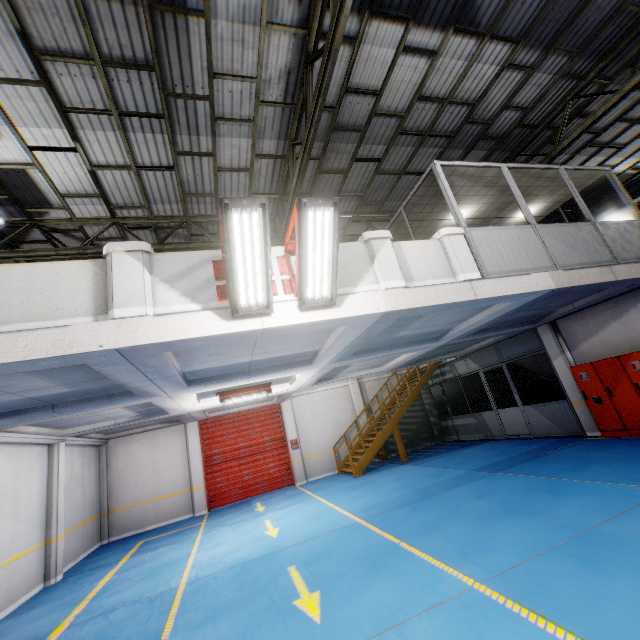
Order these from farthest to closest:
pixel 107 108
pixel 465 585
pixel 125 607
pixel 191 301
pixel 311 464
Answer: pixel 311 464 → pixel 107 108 → pixel 125 607 → pixel 191 301 → pixel 465 585

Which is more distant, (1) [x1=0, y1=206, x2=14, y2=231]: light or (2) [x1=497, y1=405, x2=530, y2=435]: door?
(2) [x1=497, y1=405, x2=530, y2=435]: door

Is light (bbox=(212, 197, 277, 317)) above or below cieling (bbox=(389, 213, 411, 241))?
below

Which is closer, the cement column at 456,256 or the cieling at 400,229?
the cement column at 456,256

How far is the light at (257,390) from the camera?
9.72m

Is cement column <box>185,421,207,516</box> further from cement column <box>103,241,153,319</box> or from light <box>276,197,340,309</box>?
light <box>276,197,340,309</box>

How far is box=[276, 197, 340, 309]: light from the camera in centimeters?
438cm

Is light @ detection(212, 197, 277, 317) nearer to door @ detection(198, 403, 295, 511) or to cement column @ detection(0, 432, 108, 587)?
cement column @ detection(0, 432, 108, 587)
